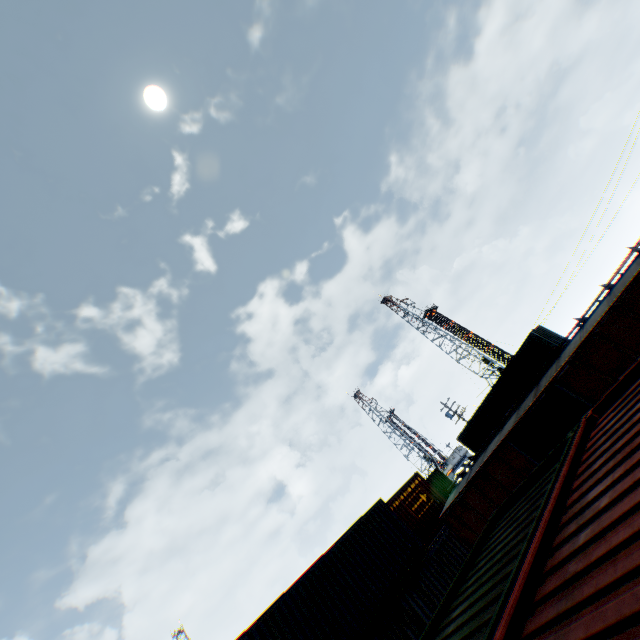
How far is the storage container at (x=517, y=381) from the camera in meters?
23.5 m

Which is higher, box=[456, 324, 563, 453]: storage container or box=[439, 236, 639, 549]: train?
box=[456, 324, 563, 453]: storage container

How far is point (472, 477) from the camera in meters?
11.8 m

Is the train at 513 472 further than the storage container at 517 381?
No

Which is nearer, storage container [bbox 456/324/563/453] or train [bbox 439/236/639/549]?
train [bbox 439/236/639/549]

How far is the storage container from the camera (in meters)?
23.47
